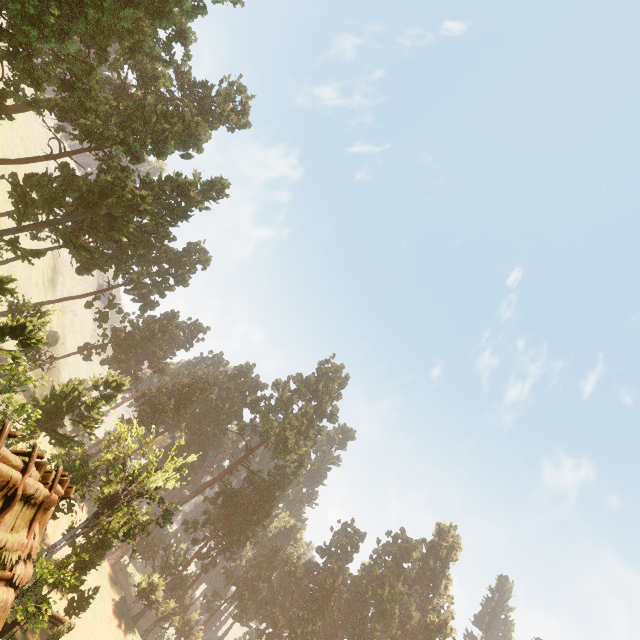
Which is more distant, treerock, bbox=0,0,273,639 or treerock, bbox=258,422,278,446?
treerock, bbox=258,422,278,446

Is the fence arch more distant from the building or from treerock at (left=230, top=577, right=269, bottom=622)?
treerock at (left=230, top=577, right=269, bottom=622)

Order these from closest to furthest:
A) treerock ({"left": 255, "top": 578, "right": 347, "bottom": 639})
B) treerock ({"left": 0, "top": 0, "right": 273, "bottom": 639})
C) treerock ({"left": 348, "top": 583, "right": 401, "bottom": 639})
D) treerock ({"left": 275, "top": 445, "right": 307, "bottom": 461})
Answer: treerock ({"left": 0, "top": 0, "right": 273, "bottom": 639}) < treerock ({"left": 255, "top": 578, "right": 347, "bottom": 639}) < treerock ({"left": 348, "top": 583, "right": 401, "bottom": 639}) < treerock ({"left": 275, "top": 445, "right": 307, "bottom": 461})

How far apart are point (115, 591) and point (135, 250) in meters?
46.8

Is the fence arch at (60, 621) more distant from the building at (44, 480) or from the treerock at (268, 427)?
the treerock at (268, 427)

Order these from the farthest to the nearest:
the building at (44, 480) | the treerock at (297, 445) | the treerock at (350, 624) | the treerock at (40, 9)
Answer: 1. the treerock at (297, 445)
2. the treerock at (350, 624)
3. the treerock at (40, 9)
4. the building at (44, 480)
